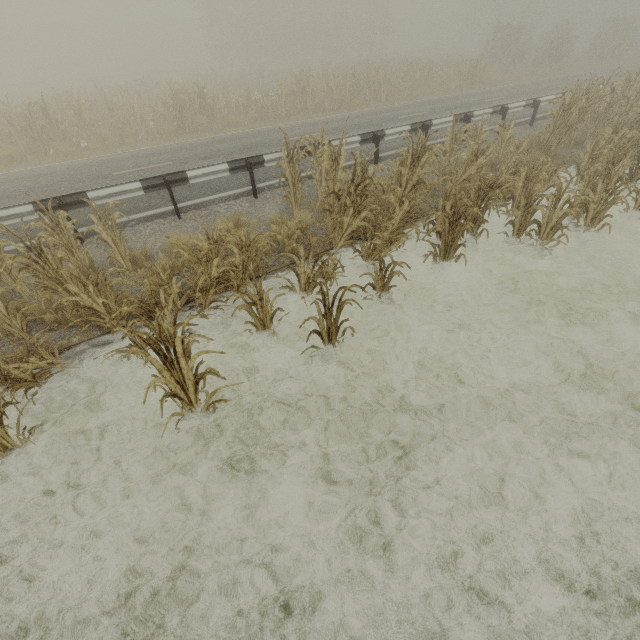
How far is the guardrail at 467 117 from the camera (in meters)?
11.01

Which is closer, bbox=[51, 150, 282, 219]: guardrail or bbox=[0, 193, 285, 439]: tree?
bbox=[0, 193, 285, 439]: tree

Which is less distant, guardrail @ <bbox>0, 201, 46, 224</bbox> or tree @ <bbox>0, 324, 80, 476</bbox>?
tree @ <bbox>0, 324, 80, 476</bbox>

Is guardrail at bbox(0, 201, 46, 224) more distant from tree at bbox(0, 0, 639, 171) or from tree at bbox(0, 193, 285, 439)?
tree at bbox(0, 193, 285, 439)

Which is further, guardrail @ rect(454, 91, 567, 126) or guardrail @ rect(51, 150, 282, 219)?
guardrail @ rect(454, 91, 567, 126)

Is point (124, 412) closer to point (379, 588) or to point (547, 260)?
point (379, 588)
